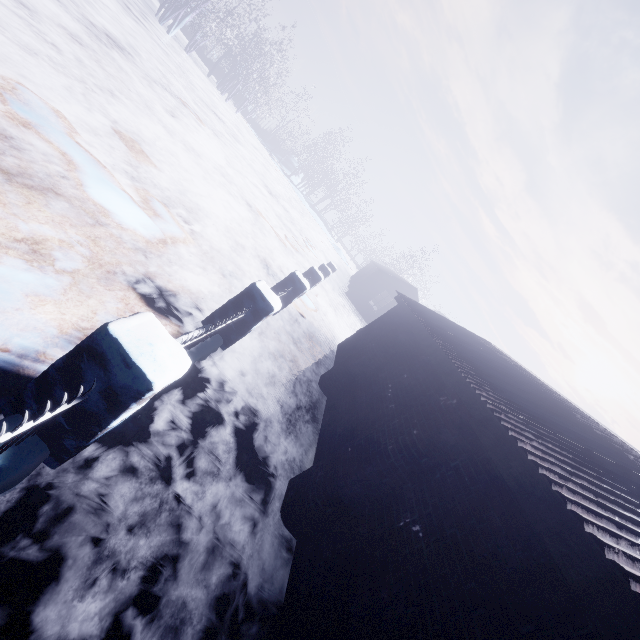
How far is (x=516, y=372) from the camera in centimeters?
502cm
